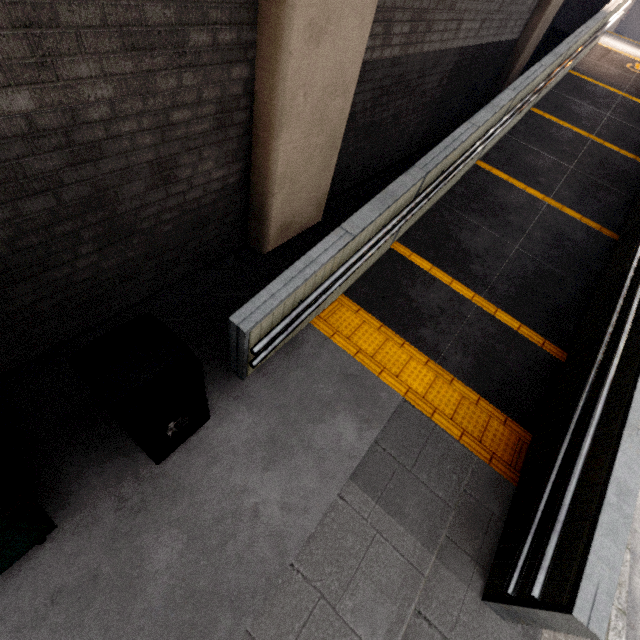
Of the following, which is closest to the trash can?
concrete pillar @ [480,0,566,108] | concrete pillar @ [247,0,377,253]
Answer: concrete pillar @ [247,0,377,253]

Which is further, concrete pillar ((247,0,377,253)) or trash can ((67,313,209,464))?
concrete pillar ((247,0,377,253))

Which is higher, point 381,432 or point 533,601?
point 533,601

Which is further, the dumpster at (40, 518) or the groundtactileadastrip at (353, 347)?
the groundtactileadastrip at (353, 347)

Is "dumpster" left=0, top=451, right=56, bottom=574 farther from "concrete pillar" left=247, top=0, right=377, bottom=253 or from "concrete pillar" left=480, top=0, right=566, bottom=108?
"concrete pillar" left=480, top=0, right=566, bottom=108

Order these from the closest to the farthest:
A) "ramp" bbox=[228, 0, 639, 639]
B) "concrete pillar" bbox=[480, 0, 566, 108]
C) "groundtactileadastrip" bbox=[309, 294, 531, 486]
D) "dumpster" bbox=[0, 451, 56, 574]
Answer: "dumpster" bbox=[0, 451, 56, 574], "ramp" bbox=[228, 0, 639, 639], "groundtactileadastrip" bbox=[309, 294, 531, 486], "concrete pillar" bbox=[480, 0, 566, 108]

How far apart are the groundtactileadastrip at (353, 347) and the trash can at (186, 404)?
1.54m

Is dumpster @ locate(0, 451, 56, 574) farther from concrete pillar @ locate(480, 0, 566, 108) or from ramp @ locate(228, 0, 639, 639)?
concrete pillar @ locate(480, 0, 566, 108)
